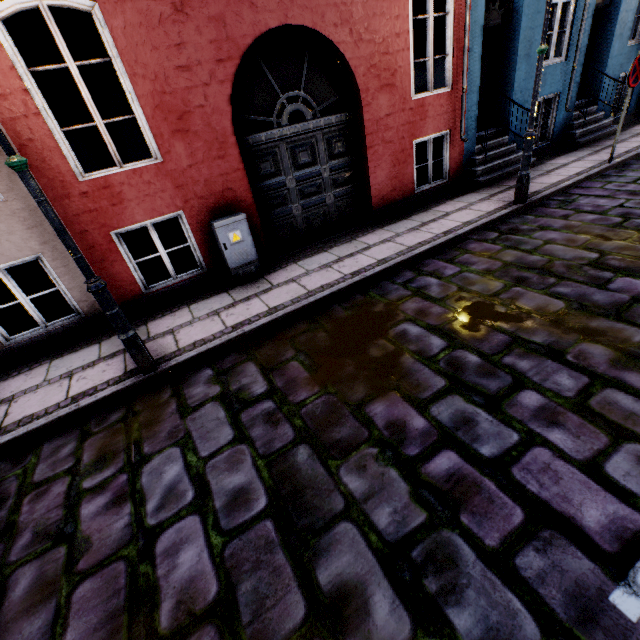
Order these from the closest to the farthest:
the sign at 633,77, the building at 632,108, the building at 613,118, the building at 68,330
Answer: the building at 68,330 → the sign at 633,77 → the building at 613,118 → the building at 632,108

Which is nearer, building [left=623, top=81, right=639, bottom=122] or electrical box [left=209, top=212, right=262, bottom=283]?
electrical box [left=209, top=212, right=262, bottom=283]

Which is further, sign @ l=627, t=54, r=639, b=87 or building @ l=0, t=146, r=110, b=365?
sign @ l=627, t=54, r=639, b=87

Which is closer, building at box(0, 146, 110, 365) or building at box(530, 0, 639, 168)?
building at box(0, 146, 110, 365)

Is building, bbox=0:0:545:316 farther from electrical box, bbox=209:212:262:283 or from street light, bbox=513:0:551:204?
street light, bbox=513:0:551:204

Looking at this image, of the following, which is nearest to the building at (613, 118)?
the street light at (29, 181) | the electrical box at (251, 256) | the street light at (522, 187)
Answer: the electrical box at (251, 256)

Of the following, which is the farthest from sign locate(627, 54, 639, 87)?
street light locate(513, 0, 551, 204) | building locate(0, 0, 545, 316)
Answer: street light locate(513, 0, 551, 204)

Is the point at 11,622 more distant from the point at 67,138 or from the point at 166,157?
the point at 67,138
